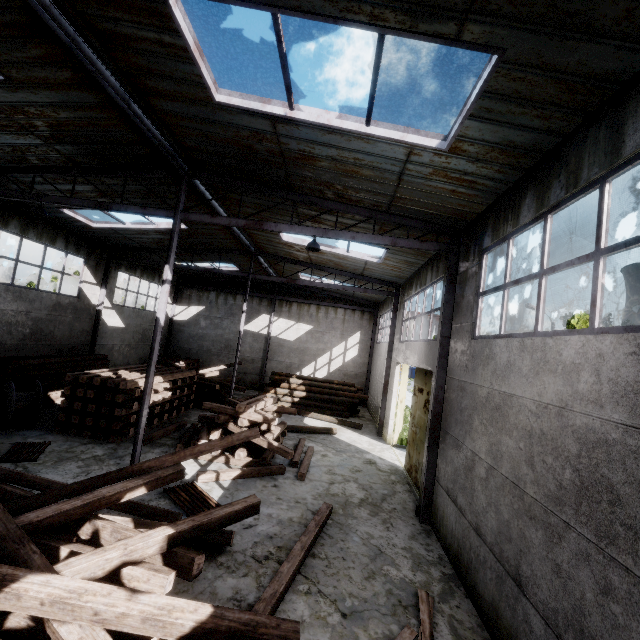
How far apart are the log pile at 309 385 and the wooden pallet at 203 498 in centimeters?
1082cm

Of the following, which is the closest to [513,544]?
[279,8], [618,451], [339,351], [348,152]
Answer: [618,451]

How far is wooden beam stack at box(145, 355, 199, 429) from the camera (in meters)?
12.62

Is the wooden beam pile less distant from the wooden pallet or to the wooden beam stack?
the wooden pallet

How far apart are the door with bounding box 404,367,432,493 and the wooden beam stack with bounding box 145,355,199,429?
9.75m

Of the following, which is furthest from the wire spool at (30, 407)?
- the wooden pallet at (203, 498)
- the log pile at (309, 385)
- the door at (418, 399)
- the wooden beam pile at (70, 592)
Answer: the door at (418, 399)

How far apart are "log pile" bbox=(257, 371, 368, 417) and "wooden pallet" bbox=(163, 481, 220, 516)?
10.8 meters

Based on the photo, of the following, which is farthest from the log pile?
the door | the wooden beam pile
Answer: the wooden beam pile
